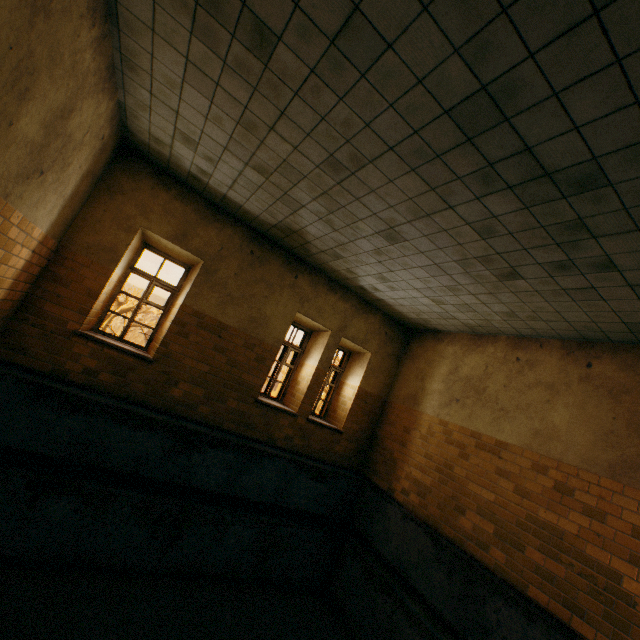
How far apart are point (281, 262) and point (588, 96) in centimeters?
549cm

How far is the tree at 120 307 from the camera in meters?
36.5

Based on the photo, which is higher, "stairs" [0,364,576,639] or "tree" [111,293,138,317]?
"tree" [111,293,138,317]

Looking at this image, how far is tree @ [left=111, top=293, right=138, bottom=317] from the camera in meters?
36.5 m

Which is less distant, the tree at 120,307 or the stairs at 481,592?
the stairs at 481,592

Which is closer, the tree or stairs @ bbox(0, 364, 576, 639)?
stairs @ bbox(0, 364, 576, 639)

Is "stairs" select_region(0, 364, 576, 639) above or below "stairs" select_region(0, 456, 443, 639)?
above
